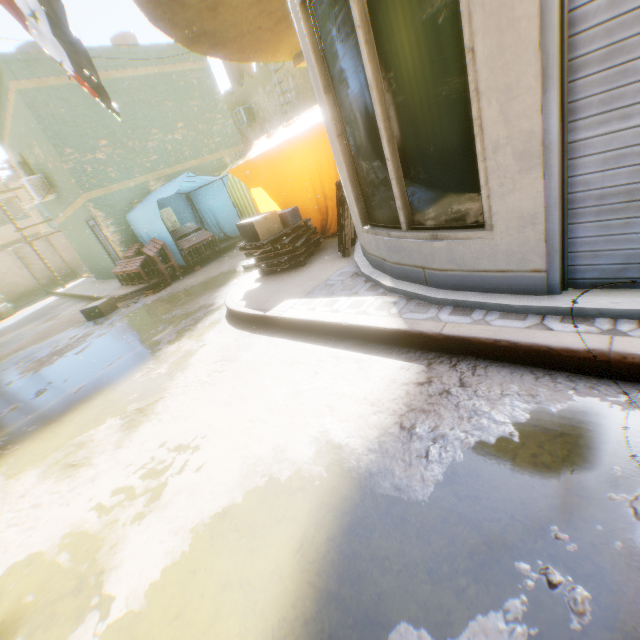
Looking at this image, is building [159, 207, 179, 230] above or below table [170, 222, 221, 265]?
above

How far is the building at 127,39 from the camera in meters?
19.8 m

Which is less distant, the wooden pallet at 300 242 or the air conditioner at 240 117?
the wooden pallet at 300 242

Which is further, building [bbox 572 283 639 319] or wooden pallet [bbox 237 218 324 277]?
wooden pallet [bbox 237 218 324 277]

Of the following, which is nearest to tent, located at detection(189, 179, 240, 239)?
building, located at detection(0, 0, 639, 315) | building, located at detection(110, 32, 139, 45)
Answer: building, located at detection(0, 0, 639, 315)

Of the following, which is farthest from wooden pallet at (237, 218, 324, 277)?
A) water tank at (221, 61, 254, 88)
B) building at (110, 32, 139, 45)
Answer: building at (110, 32, 139, 45)

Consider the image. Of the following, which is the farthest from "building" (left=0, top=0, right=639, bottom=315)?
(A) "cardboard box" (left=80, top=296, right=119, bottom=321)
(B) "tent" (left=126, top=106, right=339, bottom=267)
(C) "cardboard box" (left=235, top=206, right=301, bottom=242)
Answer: (A) "cardboard box" (left=80, top=296, right=119, bottom=321)

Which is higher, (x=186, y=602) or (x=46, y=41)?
(x=46, y=41)
